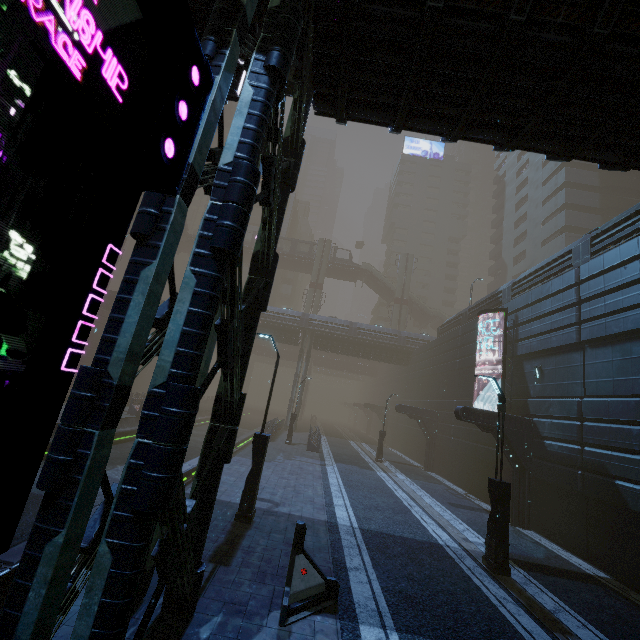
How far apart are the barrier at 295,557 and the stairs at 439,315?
49.6m

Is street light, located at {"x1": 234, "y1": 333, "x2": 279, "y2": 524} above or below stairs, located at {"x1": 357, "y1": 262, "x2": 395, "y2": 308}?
below

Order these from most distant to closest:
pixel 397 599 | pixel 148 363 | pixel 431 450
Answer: pixel 431 450, pixel 397 599, pixel 148 363

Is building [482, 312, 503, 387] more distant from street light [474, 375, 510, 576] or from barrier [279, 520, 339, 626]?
street light [474, 375, 510, 576]

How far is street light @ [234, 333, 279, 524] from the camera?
9.41m

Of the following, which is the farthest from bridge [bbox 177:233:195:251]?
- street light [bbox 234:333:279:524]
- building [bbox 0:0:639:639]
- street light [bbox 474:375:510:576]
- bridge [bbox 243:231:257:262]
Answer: street light [bbox 474:375:510:576]

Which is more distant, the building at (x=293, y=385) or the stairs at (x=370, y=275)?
the stairs at (x=370, y=275)

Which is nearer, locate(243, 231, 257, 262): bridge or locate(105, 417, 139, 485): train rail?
locate(105, 417, 139, 485): train rail
